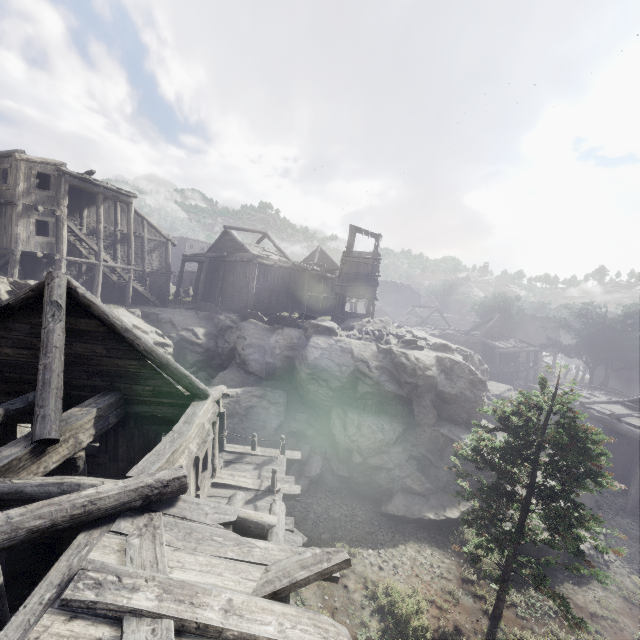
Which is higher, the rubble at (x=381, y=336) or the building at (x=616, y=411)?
the rubble at (x=381, y=336)

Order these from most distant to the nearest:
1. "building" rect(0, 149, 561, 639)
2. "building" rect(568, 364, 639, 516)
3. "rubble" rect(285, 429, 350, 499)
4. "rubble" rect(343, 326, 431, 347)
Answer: "rubble" rect(343, 326, 431, 347)
"building" rect(568, 364, 639, 516)
"rubble" rect(285, 429, 350, 499)
"building" rect(0, 149, 561, 639)

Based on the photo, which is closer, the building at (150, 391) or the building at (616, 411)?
the building at (150, 391)

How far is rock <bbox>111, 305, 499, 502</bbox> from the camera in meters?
15.4 m

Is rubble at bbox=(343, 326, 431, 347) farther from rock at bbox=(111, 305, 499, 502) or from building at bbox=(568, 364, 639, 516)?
building at bbox=(568, 364, 639, 516)

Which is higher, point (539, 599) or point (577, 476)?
point (577, 476)

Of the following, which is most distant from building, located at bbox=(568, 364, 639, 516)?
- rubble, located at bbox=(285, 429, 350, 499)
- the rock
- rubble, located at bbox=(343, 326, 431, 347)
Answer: rubble, located at bbox=(343, 326, 431, 347)

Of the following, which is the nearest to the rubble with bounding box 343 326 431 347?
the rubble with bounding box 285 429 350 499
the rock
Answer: the rock
